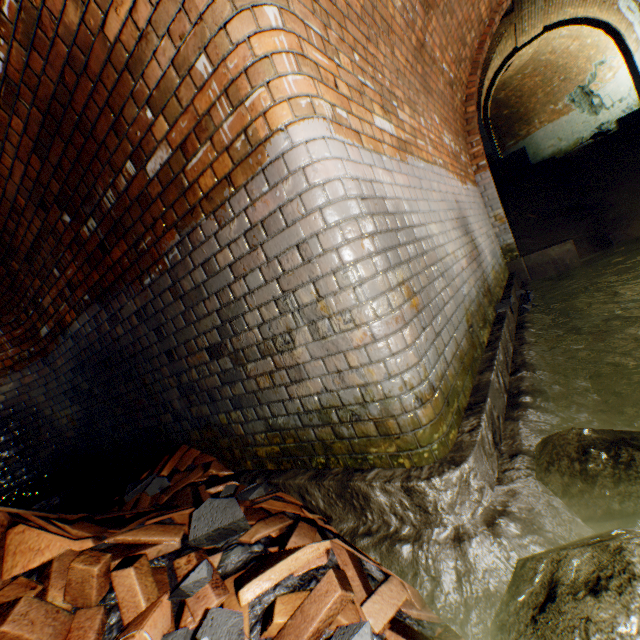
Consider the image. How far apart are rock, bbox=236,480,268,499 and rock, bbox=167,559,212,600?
0.7m

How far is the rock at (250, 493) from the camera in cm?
196

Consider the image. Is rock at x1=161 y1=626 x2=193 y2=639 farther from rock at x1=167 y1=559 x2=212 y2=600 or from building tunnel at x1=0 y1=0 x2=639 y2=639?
building tunnel at x1=0 y1=0 x2=639 y2=639

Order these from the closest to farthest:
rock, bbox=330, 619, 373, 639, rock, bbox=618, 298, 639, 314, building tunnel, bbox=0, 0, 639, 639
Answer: rock, bbox=330, 619, 373, 639, building tunnel, bbox=0, 0, 639, 639, rock, bbox=618, 298, 639, 314

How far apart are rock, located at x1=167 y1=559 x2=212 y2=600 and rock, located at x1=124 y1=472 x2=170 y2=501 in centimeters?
125cm

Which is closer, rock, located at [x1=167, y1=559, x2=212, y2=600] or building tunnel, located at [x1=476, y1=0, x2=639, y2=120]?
rock, located at [x1=167, y1=559, x2=212, y2=600]

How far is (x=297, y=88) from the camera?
1.4 meters

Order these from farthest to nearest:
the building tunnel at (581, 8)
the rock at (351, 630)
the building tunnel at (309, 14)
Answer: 1. the building tunnel at (581, 8)
2. the building tunnel at (309, 14)
3. the rock at (351, 630)
